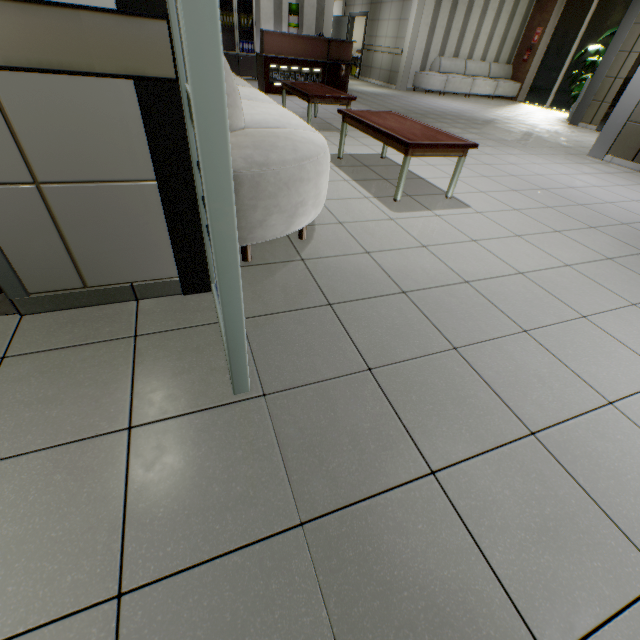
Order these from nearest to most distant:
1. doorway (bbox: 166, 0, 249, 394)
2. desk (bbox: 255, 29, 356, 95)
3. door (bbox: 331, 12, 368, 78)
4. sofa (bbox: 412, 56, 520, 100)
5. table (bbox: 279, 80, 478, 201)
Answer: doorway (bbox: 166, 0, 249, 394) → table (bbox: 279, 80, 478, 201) → desk (bbox: 255, 29, 356, 95) → sofa (bbox: 412, 56, 520, 100) → door (bbox: 331, 12, 368, 78)

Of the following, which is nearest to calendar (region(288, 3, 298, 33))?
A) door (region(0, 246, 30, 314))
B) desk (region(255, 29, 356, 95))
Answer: desk (region(255, 29, 356, 95))

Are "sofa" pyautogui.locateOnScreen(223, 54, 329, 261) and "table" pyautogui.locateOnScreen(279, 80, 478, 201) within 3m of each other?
yes

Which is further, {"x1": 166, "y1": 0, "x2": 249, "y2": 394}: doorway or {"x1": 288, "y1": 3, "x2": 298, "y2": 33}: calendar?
{"x1": 288, "y1": 3, "x2": 298, "y2": 33}: calendar

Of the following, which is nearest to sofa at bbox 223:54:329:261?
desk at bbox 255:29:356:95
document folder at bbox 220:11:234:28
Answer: desk at bbox 255:29:356:95

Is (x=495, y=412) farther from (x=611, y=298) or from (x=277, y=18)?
(x=277, y=18)

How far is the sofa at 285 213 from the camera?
1.8 meters

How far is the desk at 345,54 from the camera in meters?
7.3
